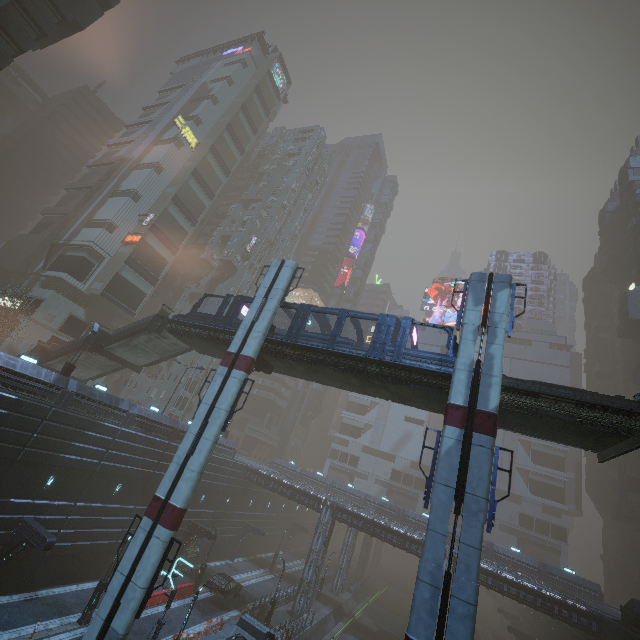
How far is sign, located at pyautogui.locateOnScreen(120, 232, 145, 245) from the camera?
43.4m

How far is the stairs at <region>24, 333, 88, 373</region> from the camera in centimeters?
3002cm

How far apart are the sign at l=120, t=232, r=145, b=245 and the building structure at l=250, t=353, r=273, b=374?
30.39m

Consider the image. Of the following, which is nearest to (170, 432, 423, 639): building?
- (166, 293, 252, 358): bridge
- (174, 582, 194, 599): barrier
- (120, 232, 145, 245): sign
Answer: (120, 232, 145, 245): sign

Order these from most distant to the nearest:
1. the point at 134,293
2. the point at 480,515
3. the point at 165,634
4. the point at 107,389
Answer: the point at 134,293, the point at 107,389, the point at 165,634, the point at 480,515

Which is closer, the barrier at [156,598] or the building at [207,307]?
the barrier at [156,598]

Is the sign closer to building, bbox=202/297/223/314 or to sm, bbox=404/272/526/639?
building, bbox=202/297/223/314

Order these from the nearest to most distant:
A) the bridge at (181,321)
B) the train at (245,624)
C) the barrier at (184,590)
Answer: the train at (245,624) → the bridge at (181,321) → the barrier at (184,590)
